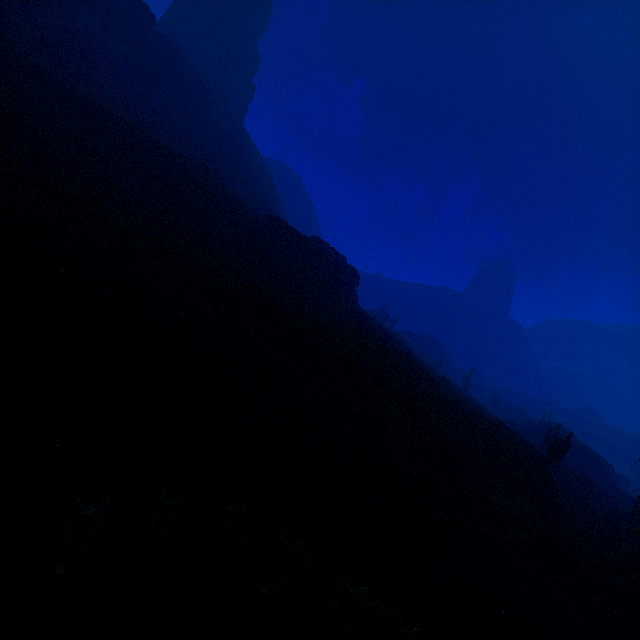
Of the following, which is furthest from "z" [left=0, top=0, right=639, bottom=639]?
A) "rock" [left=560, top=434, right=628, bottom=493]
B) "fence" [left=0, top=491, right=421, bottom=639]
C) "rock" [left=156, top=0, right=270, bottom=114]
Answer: "rock" [left=560, top=434, right=628, bottom=493]

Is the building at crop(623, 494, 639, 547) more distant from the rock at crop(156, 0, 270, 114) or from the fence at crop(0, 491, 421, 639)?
the rock at crop(156, 0, 270, 114)

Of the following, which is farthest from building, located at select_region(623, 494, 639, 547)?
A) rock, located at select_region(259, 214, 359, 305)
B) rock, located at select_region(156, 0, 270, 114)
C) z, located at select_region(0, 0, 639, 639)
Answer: rock, located at select_region(156, 0, 270, 114)

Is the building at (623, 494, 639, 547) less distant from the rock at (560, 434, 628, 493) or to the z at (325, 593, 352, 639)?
the z at (325, 593, 352, 639)

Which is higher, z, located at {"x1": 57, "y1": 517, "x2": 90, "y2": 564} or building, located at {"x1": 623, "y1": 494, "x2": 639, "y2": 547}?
building, located at {"x1": 623, "y1": 494, "x2": 639, "y2": 547}

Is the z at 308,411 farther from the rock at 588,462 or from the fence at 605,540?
the rock at 588,462

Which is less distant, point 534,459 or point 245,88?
point 534,459

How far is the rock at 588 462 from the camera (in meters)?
40.81
